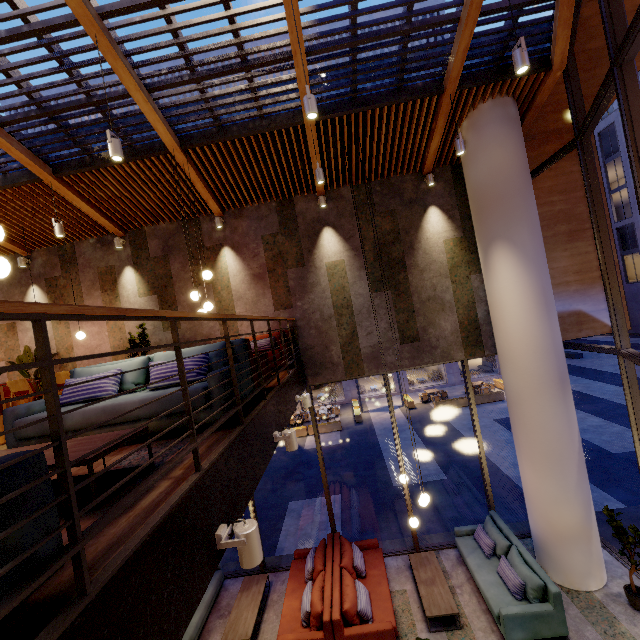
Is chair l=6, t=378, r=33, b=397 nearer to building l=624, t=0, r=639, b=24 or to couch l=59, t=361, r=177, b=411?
building l=624, t=0, r=639, b=24

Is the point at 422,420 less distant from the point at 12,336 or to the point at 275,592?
the point at 275,592

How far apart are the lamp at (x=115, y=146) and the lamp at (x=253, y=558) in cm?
465

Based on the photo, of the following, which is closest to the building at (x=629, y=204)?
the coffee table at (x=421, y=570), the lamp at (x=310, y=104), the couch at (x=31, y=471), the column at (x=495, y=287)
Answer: the column at (x=495, y=287)

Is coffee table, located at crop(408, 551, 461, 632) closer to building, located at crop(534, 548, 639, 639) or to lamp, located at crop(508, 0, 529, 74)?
building, located at crop(534, 548, 639, 639)

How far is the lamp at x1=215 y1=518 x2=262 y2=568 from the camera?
2.1m

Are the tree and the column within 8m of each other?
no

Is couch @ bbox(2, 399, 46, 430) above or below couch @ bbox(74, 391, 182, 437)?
above
